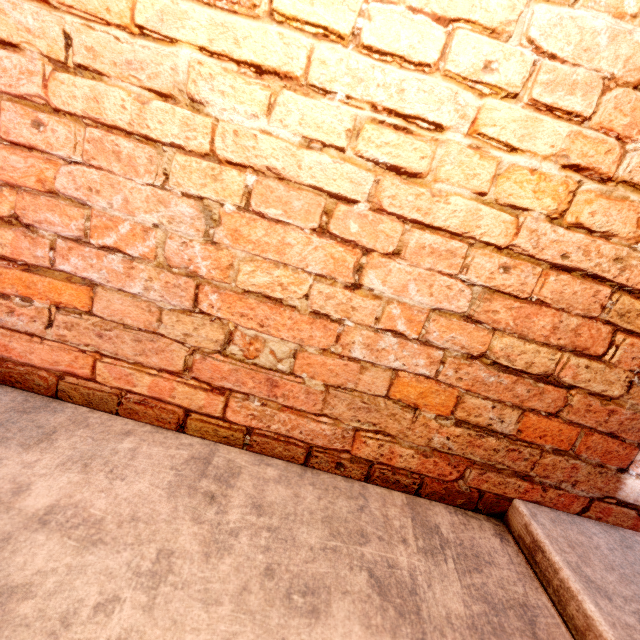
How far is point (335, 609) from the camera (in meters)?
0.73
